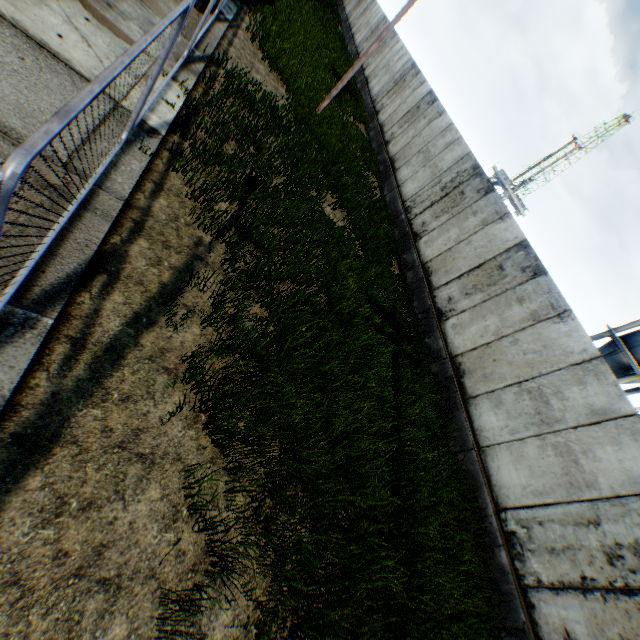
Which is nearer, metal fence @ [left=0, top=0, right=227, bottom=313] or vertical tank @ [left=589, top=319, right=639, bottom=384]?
metal fence @ [left=0, top=0, right=227, bottom=313]

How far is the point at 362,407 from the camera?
5.80m

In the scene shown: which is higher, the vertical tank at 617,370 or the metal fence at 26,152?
the vertical tank at 617,370

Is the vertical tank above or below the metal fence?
above

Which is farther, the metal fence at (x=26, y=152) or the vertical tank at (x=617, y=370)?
the vertical tank at (x=617, y=370)
